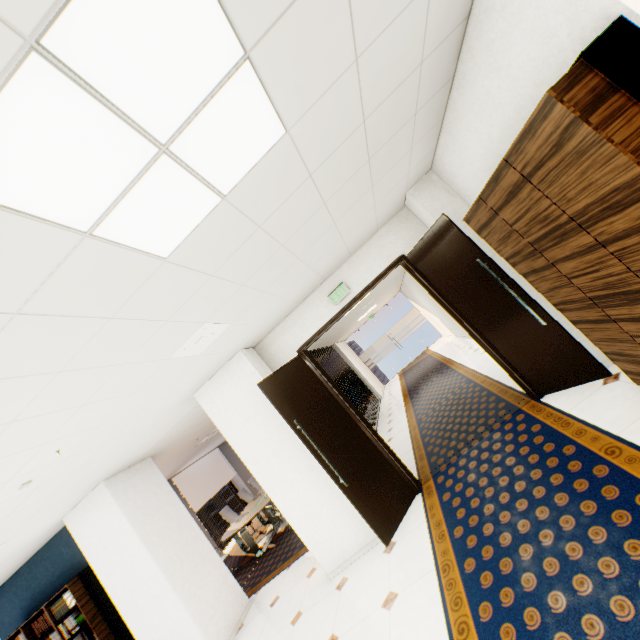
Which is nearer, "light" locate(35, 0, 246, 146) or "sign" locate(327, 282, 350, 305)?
"light" locate(35, 0, 246, 146)

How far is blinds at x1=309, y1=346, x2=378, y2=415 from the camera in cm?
994

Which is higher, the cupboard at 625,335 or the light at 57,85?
the light at 57,85

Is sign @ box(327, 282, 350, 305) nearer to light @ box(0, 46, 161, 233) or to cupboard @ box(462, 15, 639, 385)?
cupboard @ box(462, 15, 639, 385)

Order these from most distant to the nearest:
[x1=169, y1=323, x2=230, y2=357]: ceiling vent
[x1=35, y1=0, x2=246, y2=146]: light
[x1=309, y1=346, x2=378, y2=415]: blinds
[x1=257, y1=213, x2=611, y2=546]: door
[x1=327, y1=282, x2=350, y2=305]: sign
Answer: [x1=309, y1=346, x2=378, y2=415]: blinds < [x1=327, y1=282, x2=350, y2=305]: sign < [x1=257, y1=213, x2=611, y2=546]: door < [x1=169, y1=323, x2=230, y2=357]: ceiling vent < [x1=35, y1=0, x2=246, y2=146]: light

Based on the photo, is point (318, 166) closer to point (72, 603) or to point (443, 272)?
point (443, 272)

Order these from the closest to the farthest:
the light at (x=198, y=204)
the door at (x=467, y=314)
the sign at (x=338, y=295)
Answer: the light at (x=198, y=204) → the door at (x=467, y=314) → the sign at (x=338, y=295)

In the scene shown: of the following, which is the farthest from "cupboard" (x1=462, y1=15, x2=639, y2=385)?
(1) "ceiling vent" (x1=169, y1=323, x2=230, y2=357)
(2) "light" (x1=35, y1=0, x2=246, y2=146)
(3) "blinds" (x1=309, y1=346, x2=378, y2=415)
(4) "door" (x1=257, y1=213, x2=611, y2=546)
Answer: (3) "blinds" (x1=309, y1=346, x2=378, y2=415)
